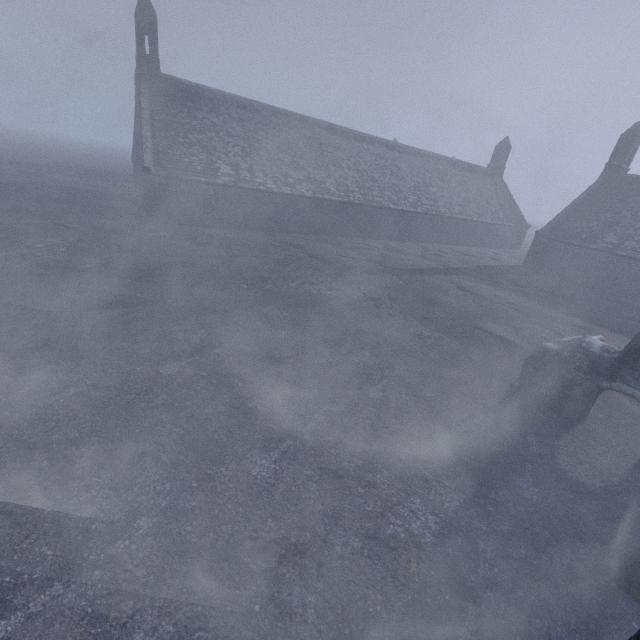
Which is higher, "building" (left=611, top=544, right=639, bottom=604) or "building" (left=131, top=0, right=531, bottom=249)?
"building" (left=131, top=0, right=531, bottom=249)

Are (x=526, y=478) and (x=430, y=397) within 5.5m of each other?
yes

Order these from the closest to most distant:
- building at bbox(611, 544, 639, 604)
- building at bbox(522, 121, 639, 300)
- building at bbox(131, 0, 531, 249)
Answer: building at bbox(611, 544, 639, 604)
building at bbox(131, 0, 531, 249)
building at bbox(522, 121, 639, 300)

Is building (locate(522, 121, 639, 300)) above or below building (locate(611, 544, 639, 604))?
above

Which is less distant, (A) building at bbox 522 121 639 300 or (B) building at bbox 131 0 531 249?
(B) building at bbox 131 0 531 249

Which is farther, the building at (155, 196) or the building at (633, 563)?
the building at (155, 196)

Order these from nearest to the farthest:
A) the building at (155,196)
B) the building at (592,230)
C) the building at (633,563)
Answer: the building at (633,563)
the building at (155,196)
the building at (592,230)
